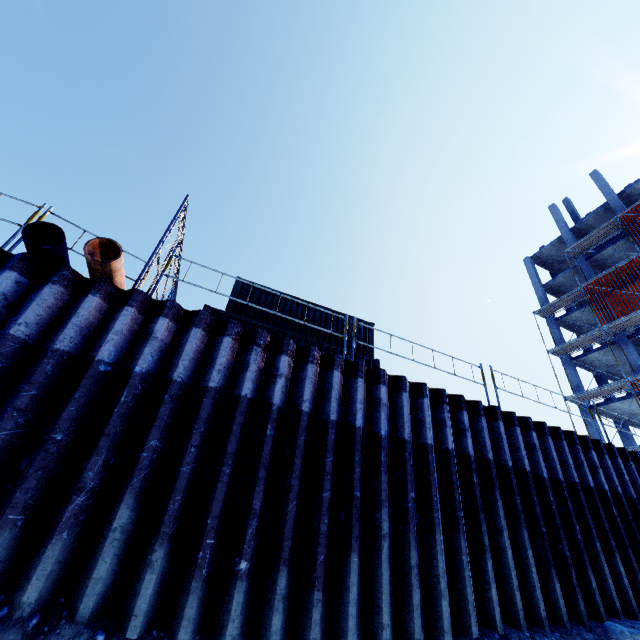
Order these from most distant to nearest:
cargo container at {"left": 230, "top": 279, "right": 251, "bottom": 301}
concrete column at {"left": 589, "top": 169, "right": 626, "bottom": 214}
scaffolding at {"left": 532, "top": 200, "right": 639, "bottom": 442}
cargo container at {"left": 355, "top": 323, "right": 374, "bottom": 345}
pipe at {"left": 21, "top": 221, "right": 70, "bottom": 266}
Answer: concrete column at {"left": 589, "top": 169, "right": 626, "bottom": 214} < scaffolding at {"left": 532, "top": 200, "right": 639, "bottom": 442} < cargo container at {"left": 355, "top": 323, "right": 374, "bottom": 345} < cargo container at {"left": 230, "top": 279, "right": 251, "bottom": 301} < pipe at {"left": 21, "top": 221, "right": 70, "bottom": 266}

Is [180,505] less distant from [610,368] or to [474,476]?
[474,476]

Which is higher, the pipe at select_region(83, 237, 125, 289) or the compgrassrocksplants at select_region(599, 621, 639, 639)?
the pipe at select_region(83, 237, 125, 289)

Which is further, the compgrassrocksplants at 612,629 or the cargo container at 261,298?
the cargo container at 261,298

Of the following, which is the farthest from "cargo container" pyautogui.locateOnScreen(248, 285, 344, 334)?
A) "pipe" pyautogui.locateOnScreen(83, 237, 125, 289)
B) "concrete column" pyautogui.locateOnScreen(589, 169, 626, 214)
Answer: "concrete column" pyautogui.locateOnScreen(589, 169, 626, 214)

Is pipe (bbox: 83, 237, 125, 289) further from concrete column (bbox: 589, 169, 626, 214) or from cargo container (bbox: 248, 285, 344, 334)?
concrete column (bbox: 589, 169, 626, 214)

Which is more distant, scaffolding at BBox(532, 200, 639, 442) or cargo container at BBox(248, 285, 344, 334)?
scaffolding at BBox(532, 200, 639, 442)

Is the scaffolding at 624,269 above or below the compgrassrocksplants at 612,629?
above
